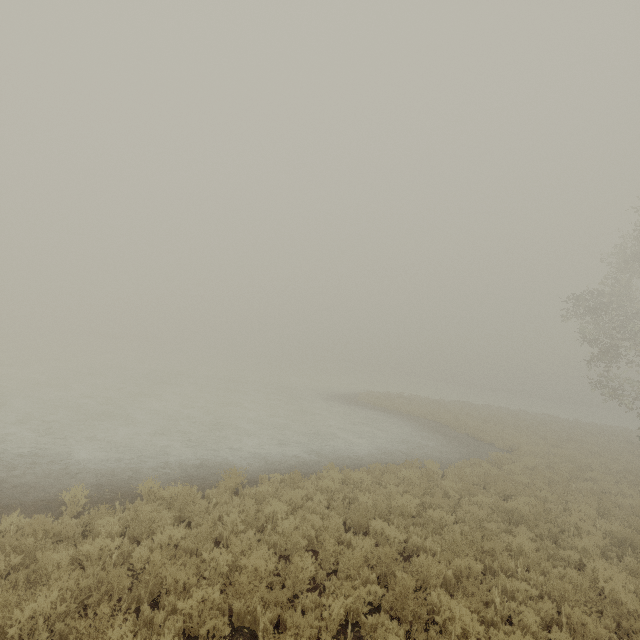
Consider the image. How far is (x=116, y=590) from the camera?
4.67m
